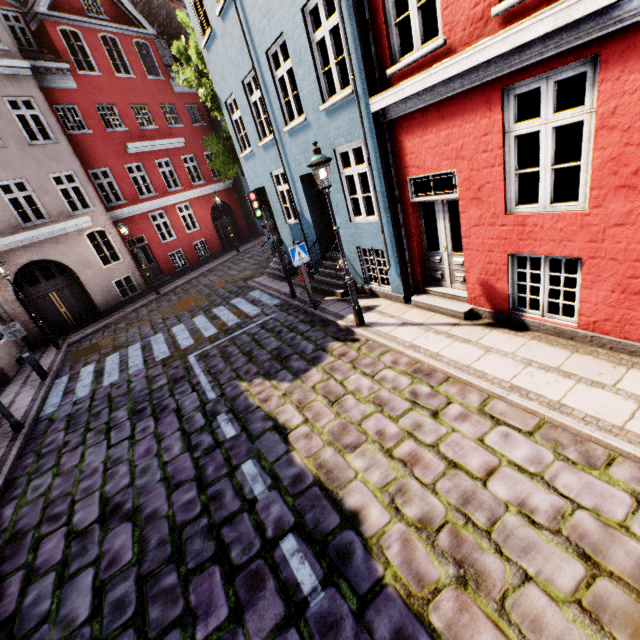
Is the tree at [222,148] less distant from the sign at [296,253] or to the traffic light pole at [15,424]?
the sign at [296,253]

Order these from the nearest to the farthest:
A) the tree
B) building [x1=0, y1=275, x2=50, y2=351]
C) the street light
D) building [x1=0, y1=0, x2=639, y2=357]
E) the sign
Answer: building [x1=0, y1=0, x2=639, y2=357] < the street light < the sign < building [x1=0, y1=275, x2=50, y2=351] < the tree

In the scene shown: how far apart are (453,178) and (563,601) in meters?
5.8 m

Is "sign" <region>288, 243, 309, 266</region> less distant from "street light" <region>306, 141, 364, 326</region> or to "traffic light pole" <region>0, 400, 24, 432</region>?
"street light" <region>306, 141, 364, 326</region>

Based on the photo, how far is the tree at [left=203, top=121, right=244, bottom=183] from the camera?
14.1 meters

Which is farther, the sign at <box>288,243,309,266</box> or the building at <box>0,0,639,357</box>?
the sign at <box>288,243,309,266</box>

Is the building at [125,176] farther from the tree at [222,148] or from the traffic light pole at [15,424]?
the tree at [222,148]

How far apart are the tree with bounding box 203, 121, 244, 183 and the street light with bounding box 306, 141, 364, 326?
10.4m
